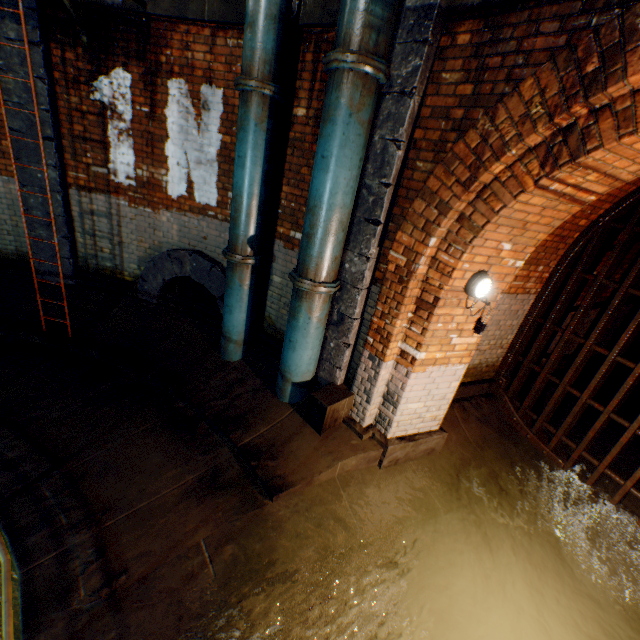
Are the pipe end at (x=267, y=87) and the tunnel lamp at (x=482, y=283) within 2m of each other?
no

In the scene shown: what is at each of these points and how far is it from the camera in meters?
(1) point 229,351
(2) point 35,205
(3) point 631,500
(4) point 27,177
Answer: (1) pipe, 5.0
(2) support column, 5.4
(3) building tunnel, 4.7
(4) support column, 5.2

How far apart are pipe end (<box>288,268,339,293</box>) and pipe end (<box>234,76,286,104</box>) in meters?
1.9

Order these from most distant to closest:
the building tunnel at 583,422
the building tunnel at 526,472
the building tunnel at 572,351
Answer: the building tunnel at 572,351 < the building tunnel at 583,422 < the building tunnel at 526,472

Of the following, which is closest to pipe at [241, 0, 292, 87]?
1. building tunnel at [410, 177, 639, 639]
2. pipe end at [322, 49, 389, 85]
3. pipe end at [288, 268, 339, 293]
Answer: pipe end at [322, 49, 389, 85]

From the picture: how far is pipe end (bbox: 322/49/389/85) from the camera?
2.8 meters

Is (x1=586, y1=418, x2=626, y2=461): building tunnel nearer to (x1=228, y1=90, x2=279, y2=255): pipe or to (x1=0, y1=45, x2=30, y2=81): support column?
(x1=228, y1=90, x2=279, y2=255): pipe

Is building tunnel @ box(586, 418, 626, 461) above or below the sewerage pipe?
below
